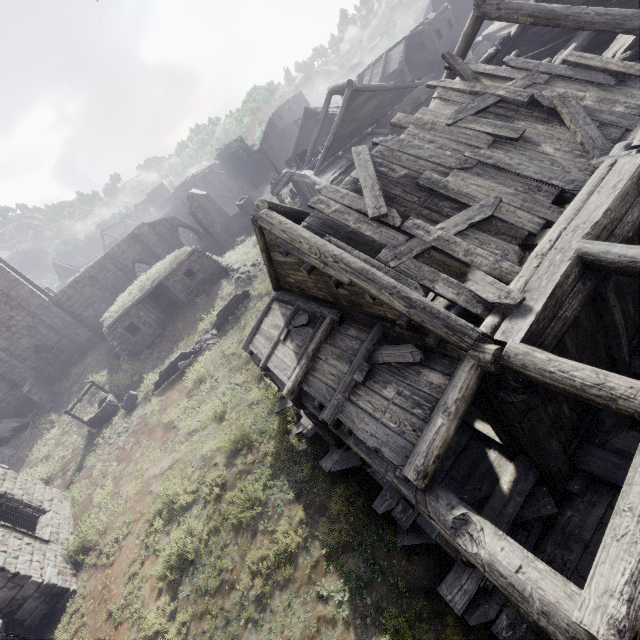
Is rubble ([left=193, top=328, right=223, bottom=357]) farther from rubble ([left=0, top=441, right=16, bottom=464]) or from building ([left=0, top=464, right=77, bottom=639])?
rubble ([left=0, top=441, right=16, bottom=464])

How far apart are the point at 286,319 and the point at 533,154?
7.5 meters

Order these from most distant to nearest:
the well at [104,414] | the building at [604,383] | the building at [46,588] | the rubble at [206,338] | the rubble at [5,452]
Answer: the rubble at [5,452]
the rubble at [206,338]
the well at [104,414]
the building at [46,588]
the building at [604,383]

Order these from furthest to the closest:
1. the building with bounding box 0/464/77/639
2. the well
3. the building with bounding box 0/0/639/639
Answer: the well < the building with bounding box 0/464/77/639 < the building with bounding box 0/0/639/639

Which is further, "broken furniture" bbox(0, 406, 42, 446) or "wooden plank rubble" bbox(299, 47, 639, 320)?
"broken furniture" bbox(0, 406, 42, 446)

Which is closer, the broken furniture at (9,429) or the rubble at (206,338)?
the rubble at (206,338)

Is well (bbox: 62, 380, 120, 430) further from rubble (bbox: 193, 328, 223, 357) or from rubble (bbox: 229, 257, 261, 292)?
rubble (bbox: 229, 257, 261, 292)

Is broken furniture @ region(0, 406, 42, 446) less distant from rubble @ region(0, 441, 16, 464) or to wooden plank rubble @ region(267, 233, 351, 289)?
rubble @ region(0, 441, 16, 464)
